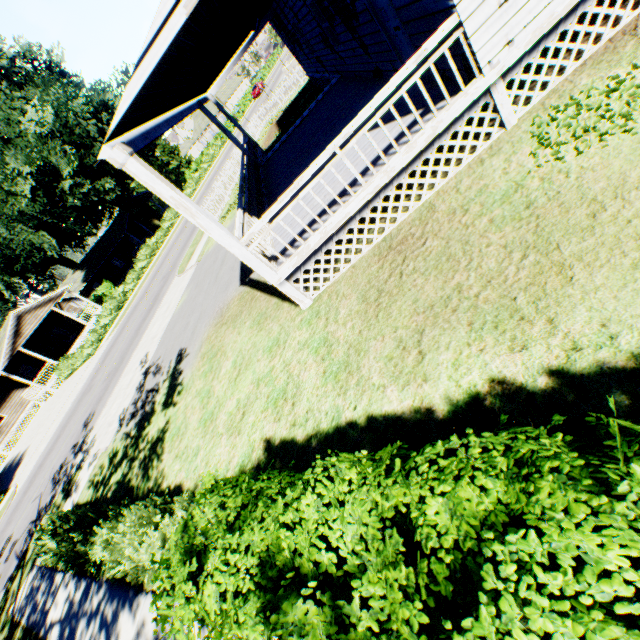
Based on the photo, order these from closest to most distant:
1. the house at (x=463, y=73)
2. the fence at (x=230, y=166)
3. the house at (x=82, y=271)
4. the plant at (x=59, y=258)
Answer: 1. the house at (x=463, y=73)
2. the fence at (x=230, y=166)
3. the plant at (x=59, y=258)
4. the house at (x=82, y=271)

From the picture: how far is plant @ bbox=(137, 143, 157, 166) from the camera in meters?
39.3 m

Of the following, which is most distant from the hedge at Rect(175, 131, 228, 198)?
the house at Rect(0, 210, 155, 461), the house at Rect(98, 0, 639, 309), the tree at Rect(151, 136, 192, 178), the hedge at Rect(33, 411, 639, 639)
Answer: the hedge at Rect(33, 411, 639, 639)

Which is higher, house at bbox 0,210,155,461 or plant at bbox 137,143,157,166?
plant at bbox 137,143,157,166

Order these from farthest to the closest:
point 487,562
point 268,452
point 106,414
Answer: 1. point 106,414
2. point 268,452
3. point 487,562

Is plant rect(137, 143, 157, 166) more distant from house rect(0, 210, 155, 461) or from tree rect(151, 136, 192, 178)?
tree rect(151, 136, 192, 178)

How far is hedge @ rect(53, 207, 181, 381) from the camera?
27.1 meters

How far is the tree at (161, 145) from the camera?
56.3 meters
